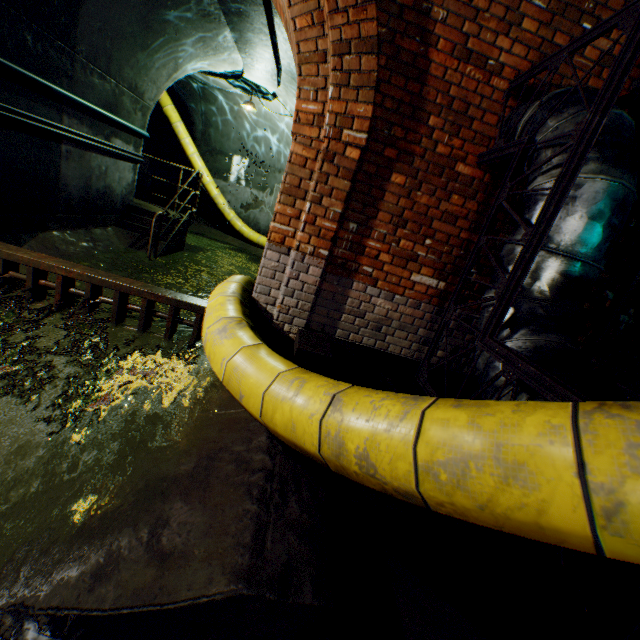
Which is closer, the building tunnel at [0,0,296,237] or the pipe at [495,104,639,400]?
the pipe at [495,104,639,400]

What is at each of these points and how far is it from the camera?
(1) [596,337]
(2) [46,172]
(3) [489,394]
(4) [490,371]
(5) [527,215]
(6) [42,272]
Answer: (1) pipe frame, 2.2m
(2) building tunnel, 5.2m
(3) pipe, 2.1m
(4) pipe, 2.2m
(5) pipe, 2.2m
(6) sewer grate, 3.6m

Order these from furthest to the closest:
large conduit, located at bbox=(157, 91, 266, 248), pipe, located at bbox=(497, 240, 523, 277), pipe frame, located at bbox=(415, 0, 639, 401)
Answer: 1. large conduit, located at bbox=(157, 91, 266, 248)
2. pipe, located at bbox=(497, 240, 523, 277)
3. pipe frame, located at bbox=(415, 0, 639, 401)

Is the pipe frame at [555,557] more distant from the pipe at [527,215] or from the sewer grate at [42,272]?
the sewer grate at [42,272]

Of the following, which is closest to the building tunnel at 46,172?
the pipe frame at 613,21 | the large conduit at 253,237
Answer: the large conduit at 253,237

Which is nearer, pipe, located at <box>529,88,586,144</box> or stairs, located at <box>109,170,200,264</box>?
pipe, located at <box>529,88,586,144</box>

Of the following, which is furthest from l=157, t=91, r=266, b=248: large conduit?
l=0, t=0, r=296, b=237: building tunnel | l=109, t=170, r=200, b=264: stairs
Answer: l=109, t=170, r=200, b=264: stairs

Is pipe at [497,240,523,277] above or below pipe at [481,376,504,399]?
above
